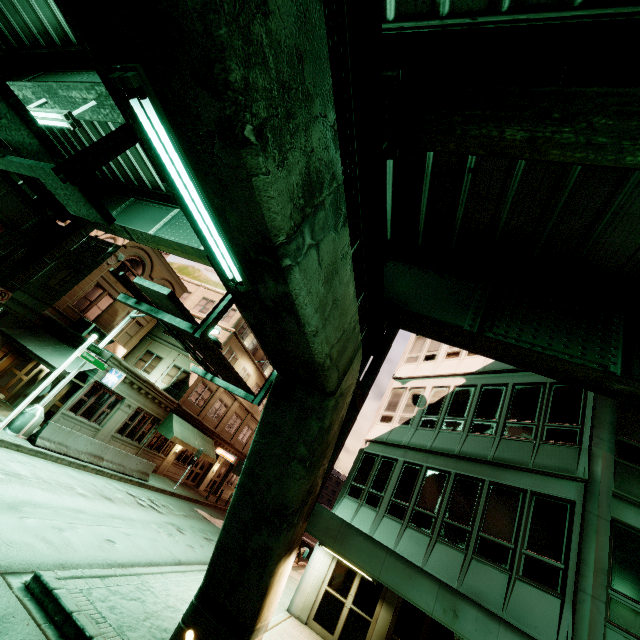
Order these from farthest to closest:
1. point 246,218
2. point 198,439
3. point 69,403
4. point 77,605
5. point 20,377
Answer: point 198,439
point 20,377
point 69,403
point 77,605
point 246,218

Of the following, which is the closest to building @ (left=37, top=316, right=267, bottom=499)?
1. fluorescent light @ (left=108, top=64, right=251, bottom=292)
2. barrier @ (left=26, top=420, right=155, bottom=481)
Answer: barrier @ (left=26, top=420, right=155, bottom=481)

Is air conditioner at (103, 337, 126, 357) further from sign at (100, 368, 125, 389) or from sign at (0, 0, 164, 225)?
sign at (0, 0, 164, 225)

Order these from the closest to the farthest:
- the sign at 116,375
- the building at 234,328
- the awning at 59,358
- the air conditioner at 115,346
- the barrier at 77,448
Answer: the barrier at 77,448
the awning at 59,358
the sign at 116,375
the air conditioner at 115,346
the building at 234,328

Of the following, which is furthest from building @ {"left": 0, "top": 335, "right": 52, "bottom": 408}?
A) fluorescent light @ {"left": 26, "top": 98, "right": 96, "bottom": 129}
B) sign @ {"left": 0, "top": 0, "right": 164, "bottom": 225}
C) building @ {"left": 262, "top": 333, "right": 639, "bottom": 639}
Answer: sign @ {"left": 0, "top": 0, "right": 164, "bottom": 225}

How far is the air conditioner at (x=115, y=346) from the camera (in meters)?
22.38

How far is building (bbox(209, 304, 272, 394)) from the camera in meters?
27.0 m

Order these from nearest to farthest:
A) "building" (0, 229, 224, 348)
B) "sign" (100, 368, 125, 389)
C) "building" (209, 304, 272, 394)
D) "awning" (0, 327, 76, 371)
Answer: "awning" (0, 327, 76, 371), "sign" (100, 368, 125, 389), "building" (0, 229, 224, 348), "building" (209, 304, 272, 394)
